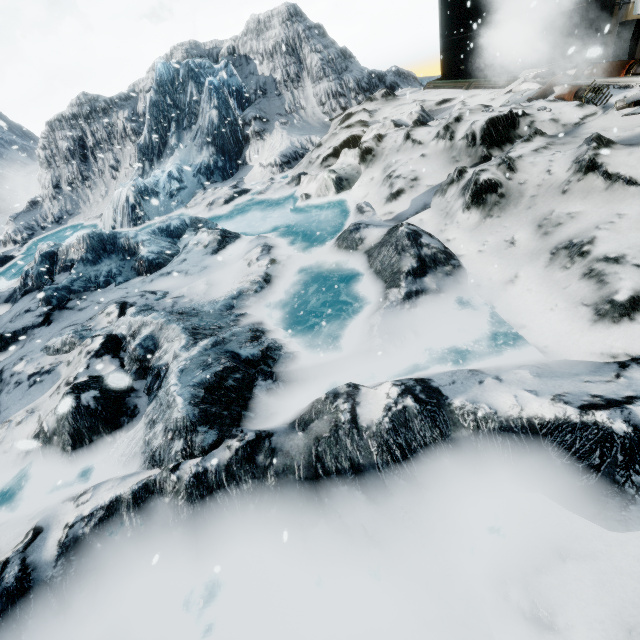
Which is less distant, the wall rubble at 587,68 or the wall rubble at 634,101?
the wall rubble at 634,101

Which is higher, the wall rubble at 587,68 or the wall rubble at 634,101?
the wall rubble at 587,68

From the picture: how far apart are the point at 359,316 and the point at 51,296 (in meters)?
7.35

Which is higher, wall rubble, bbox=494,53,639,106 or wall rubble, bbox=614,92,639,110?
wall rubble, bbox=494,53,639,106

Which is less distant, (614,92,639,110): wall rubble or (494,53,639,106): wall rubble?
(614,92,639,110): wall rubble
